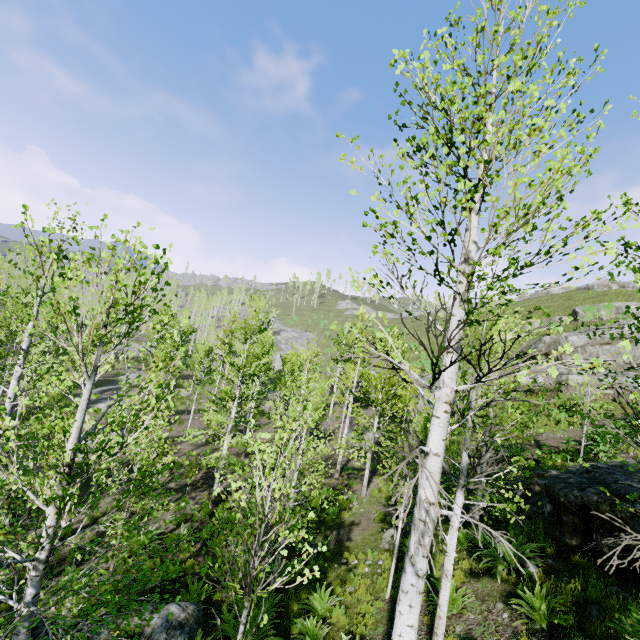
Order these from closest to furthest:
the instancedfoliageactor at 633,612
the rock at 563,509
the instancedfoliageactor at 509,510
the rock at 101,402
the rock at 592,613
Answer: the instancedfoliageactor at 509,510
the instancedfoliageactor at 633,612
the rock at 592,613
the rock at 563,509
the rock at 101,402

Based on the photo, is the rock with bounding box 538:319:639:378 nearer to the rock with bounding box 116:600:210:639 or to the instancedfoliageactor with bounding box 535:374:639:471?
the instancedfoliageactor with bounding box 535:374:639:471

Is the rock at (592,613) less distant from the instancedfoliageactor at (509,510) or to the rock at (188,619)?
the instancedfoliageactor at (509,510)

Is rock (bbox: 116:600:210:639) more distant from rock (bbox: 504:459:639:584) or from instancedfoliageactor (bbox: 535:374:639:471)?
rock (bbox: 504:459:639:584)

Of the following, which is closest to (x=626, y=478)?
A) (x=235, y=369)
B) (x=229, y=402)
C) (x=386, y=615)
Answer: (x=386, y=615)

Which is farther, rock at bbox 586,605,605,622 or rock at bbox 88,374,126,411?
rock at bbox 88,374,126,411

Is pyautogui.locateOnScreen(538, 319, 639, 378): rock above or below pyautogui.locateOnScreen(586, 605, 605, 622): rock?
above

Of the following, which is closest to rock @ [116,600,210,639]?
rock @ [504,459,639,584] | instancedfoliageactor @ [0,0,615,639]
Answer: instancedfoliageactor @ [0,0,615,639]
